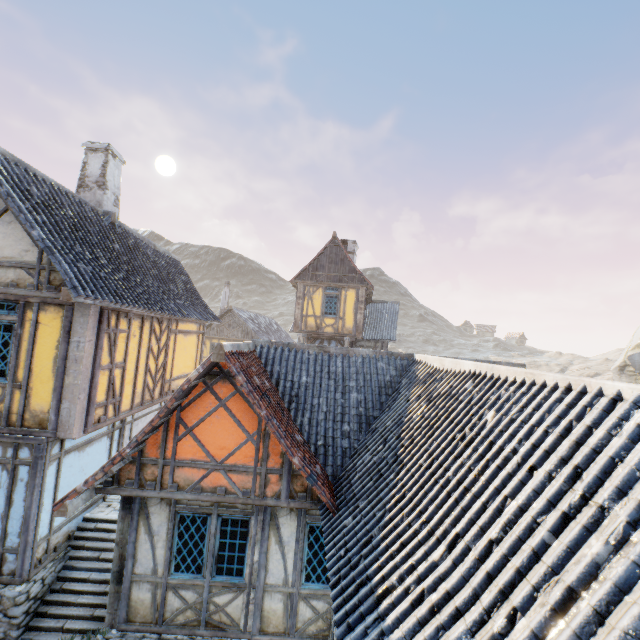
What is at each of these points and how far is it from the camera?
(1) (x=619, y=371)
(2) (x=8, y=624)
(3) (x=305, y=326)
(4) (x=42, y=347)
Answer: (1) rock, 39.5 meters
(2) stone foundation, 6.4 meters
(3) building, 19.1 meters
(4) building, 7.0 meters

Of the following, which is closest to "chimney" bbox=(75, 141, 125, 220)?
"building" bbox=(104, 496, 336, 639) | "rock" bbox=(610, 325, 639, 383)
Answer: "building" bbox=(104, 496, 336, 639)

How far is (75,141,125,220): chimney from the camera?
10.4 meters

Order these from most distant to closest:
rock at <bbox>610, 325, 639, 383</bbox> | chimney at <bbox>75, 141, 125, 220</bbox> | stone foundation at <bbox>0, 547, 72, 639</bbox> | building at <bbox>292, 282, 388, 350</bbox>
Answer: rock at <bbox>610, 325, 639, 383</bbox>
building at <bbox>292, 282, 388, 350</bbox>
chimney at <bbox>75, 141, 125, 220</bbox>
stone foundation at <bbox>0, 547, 72, 639</bbox>

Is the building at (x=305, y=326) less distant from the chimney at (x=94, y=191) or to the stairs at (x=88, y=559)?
the stairs at (x=88, y=559)

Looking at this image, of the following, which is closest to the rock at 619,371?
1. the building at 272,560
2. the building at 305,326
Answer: the building at 272,560

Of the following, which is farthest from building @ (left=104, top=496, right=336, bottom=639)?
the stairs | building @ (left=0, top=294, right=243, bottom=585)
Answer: building @ (left=0, top=294, right=243, bottom=585)

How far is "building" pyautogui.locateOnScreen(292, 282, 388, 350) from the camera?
18.8 meters
